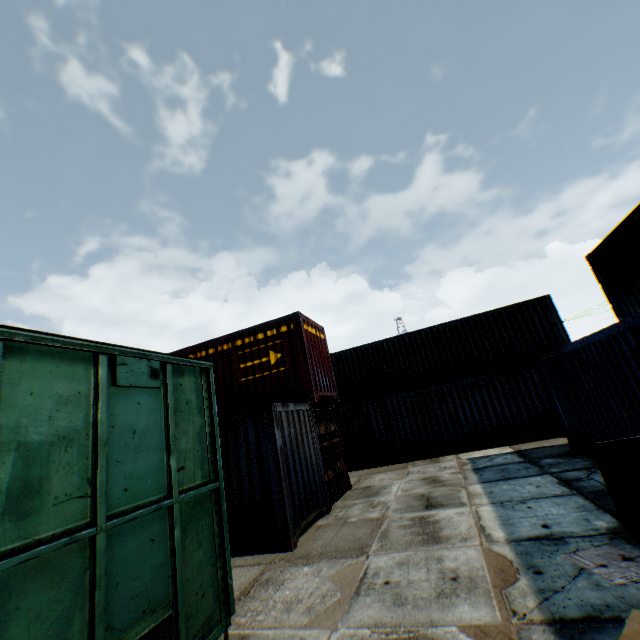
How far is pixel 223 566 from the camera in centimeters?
398cm

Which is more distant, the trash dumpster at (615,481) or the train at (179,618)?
the trash dumpster at (615,481)

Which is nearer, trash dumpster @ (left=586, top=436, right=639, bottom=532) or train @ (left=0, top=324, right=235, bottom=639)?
train @ (left=0, top=324, right=235, bottom=639)
